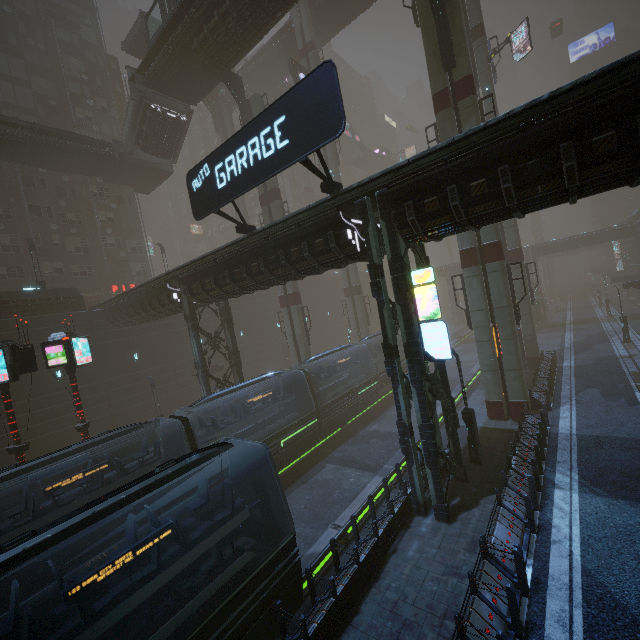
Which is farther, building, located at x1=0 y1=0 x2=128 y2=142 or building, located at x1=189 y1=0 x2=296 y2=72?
building, located at x1=0 y1=0 x2=128 y2=142

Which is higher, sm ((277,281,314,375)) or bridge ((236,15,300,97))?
bridge ((236,15,300,97))

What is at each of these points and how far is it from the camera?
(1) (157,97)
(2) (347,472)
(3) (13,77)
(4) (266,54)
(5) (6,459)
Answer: (1) stairs, 28.69m
(2) train rail, 18.33m
(3) building, 32.59m
(4) bridge, 40.84m
(5) building, 22.00m

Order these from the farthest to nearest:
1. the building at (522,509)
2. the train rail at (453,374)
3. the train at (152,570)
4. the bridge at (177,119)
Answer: the bridge at (177,119), the train rail at (453,374), the building at (522,509), the train at (152,570)

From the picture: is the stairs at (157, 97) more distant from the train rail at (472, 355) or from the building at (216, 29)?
the train rail at (472, 355)

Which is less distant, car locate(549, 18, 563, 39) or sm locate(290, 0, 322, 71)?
sm locate(290, 0, 322, 71)

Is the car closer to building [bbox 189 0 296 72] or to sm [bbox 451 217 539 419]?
building [bbox 189 0 296 72]

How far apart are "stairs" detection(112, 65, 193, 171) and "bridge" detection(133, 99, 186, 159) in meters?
0.0 m
